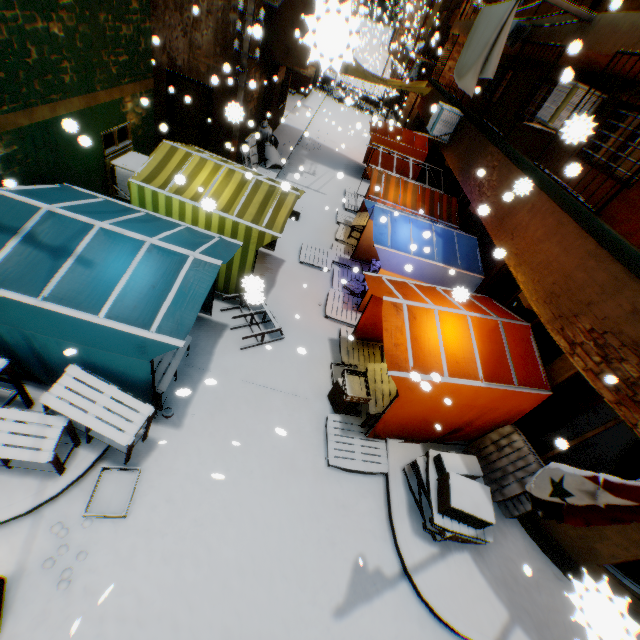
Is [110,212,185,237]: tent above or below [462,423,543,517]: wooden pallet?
above

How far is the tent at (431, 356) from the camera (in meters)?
5.22

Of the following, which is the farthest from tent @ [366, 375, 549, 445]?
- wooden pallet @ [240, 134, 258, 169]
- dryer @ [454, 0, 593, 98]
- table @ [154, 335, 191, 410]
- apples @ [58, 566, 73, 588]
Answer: wooden pallet @ [240, 134, 258, 169]

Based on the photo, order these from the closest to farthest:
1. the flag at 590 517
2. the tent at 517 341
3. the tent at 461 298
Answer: the flag at 590 517, the tent at 461 298, the tent at 517 341

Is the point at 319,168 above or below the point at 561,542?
below

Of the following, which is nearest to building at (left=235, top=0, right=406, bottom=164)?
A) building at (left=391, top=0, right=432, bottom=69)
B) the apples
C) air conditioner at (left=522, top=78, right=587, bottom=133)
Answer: air conditioner at (left=522, top=78, right=587, bottom=133)

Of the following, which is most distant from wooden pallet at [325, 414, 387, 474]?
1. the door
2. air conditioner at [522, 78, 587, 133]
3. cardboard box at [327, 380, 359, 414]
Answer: the door

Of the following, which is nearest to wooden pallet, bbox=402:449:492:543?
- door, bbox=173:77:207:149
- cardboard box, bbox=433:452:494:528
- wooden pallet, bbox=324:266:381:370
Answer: cardboard box, bbox=433:452:494:528
